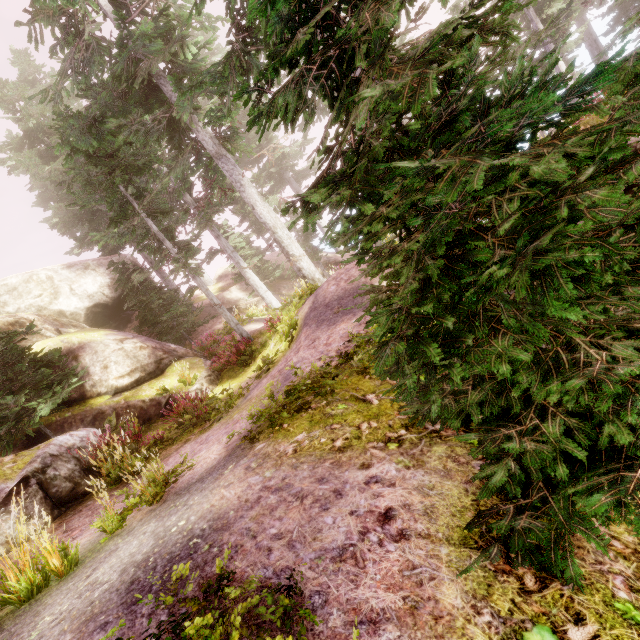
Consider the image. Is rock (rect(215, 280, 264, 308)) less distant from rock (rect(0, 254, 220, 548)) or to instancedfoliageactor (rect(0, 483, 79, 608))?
instancedfoliageactor (rect(0, 483, 79, 608))

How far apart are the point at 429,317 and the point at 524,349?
0.8m

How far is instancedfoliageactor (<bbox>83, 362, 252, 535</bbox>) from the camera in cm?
404

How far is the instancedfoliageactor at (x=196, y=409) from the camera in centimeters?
404cm

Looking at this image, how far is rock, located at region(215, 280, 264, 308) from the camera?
24.0m

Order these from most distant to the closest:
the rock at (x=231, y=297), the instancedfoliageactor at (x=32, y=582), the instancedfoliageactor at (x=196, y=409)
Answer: the rock at (x=231, y=297)
the instancedfoliageactor at (x=196, y=409)
the instancedfoliageactor at (x=32, y=582)

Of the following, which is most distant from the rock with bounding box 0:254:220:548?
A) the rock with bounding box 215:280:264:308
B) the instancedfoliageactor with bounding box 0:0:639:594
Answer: the rock with bounding box 215:280:264:308

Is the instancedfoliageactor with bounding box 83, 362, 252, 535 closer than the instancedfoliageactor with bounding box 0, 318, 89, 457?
Yes
